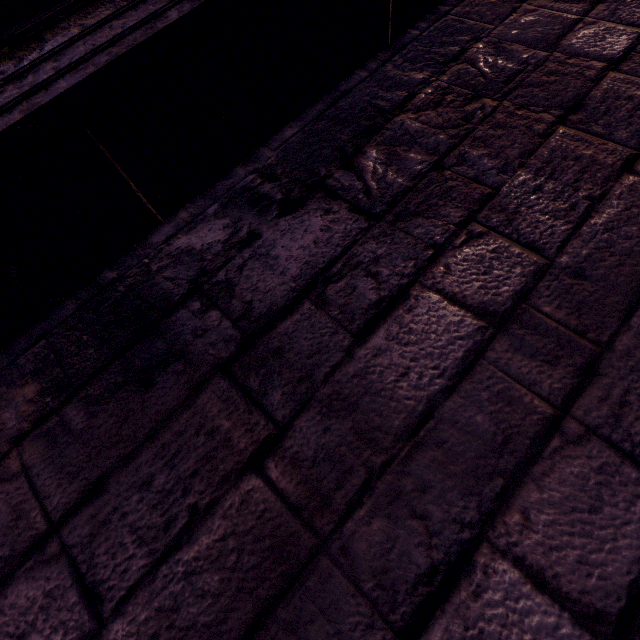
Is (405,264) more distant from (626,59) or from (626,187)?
(626,59)

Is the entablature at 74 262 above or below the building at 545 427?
above

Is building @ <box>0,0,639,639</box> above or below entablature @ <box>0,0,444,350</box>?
below
